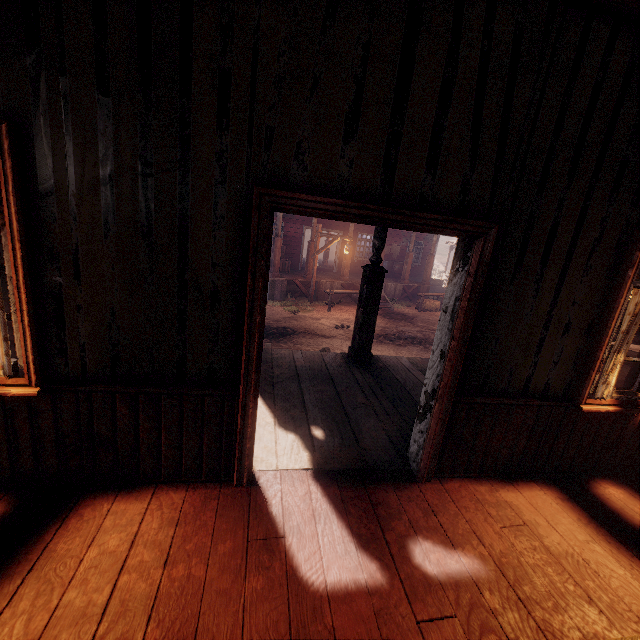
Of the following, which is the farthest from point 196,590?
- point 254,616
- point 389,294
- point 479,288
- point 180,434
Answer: point 389,294

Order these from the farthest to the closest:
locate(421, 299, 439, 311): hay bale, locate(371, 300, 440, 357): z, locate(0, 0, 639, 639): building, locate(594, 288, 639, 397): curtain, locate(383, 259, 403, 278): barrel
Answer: locate(383, 259, 403, 278): barrel < locate(421, 299, 439, 311): hay bale < locate(371, 300, 440, 357): z < locate(594, 288, 639, 397): curtain < locate(0, 0, 639, 639): building

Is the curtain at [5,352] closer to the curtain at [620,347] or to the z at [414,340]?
the curtain at [620,347]

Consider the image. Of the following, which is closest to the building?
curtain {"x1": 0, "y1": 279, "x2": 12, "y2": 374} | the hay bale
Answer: curtain {"x1": 0, "y1": 279, "x2": 12, "y2": 374}

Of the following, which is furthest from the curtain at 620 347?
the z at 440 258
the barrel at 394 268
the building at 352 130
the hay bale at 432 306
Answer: the barrel at 394 268

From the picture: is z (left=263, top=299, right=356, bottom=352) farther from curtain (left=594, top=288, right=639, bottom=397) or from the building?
curtain (left=594, top=288, right=639, bottom=397)

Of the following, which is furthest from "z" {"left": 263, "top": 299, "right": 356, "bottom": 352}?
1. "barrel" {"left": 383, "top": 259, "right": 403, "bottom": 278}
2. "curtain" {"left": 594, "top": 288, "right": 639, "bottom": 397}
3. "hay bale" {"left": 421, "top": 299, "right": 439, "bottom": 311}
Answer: "curtain" {"left": 594, "top": 288, "right": 639, "bottom": 397}

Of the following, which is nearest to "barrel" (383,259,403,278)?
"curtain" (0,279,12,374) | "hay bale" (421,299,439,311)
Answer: "curtain" (0,279,12,374)
